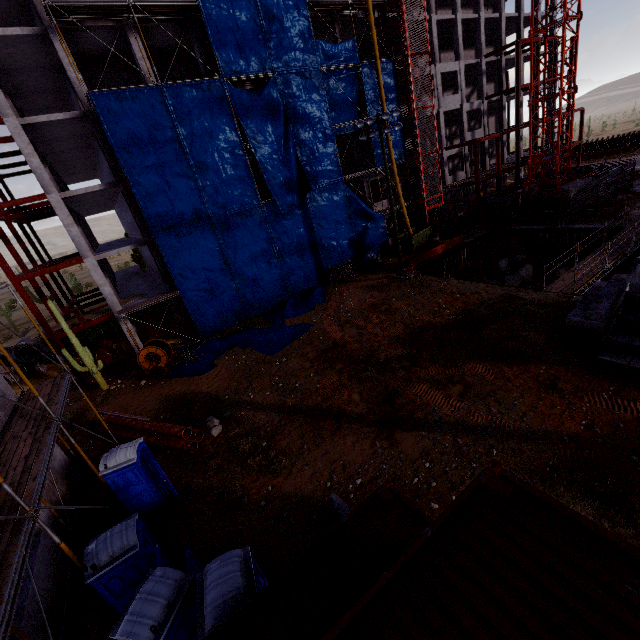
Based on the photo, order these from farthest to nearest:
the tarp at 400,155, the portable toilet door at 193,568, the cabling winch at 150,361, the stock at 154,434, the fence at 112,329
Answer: the tarp at 400,155
the fence at 112,329
the cabling winch at 150,361
the stock at 154,434
the portable toilet door at 193,568

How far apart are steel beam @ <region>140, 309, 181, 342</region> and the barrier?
20.41m

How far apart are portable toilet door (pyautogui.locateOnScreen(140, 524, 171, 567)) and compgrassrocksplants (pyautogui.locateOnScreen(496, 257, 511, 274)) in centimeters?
2997cm

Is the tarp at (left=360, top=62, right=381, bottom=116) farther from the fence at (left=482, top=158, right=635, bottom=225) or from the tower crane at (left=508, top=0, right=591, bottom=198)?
the tower crane at (left=508, top=0, right=591, bottom=198)

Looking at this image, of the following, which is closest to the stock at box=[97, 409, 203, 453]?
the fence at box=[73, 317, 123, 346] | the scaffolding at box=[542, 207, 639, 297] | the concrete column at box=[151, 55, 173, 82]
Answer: the fence at box=[73, 317, 123, 346]

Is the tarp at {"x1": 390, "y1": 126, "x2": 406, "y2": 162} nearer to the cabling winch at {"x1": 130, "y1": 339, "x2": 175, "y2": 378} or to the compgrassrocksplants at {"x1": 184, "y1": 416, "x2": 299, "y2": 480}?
the cabling winch at {"x1": 130, "y1": 339, "x2": 175, "y2": 378}

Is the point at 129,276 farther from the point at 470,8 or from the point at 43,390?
the point at 470,8

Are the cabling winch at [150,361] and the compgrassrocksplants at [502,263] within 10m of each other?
no
